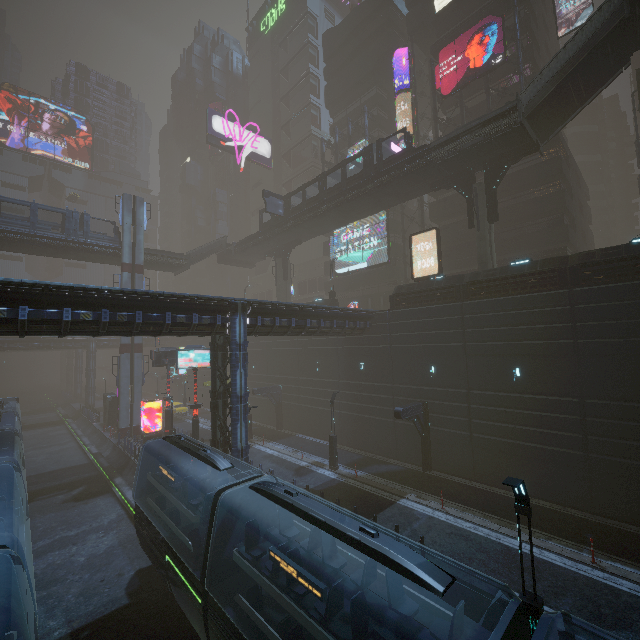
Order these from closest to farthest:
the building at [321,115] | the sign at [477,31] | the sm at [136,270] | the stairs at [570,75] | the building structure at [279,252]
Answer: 1. the stairs at [570,75]
2. the sign at [477,31]
3. the sm at [136,270]
4. the building structure at [279,252]
5. the building at [321,115]

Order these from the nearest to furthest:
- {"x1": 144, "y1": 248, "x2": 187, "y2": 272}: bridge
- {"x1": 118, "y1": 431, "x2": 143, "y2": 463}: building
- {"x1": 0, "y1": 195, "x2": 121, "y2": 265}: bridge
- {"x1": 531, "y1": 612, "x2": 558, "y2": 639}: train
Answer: {"x1": 531, "y1": 612, "x2": 558, "y2": 639}: train, {"x1": 118, "y1": 431, "x2": 143, "y2": 463}: building, {"x1": 0, "y1": 195, "x2": 121, "y2": 265}: bridge, {"x1": 144, "y1": 248, "x2": 187, "y2": 272}: bridge

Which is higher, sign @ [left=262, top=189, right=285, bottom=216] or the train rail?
sign @ [left=262, top=189, right=285, bottom=216]

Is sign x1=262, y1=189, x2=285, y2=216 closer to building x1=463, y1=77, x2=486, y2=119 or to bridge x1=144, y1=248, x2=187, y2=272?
building x1=463, y1=77, x2=486, y2=119

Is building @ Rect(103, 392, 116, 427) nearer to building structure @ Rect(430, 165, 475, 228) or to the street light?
the street light

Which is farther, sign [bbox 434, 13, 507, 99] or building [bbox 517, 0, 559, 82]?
building [bbox 517, 0, 559, 82]

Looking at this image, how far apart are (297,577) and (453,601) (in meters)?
8.22

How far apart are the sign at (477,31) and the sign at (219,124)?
38.11m
